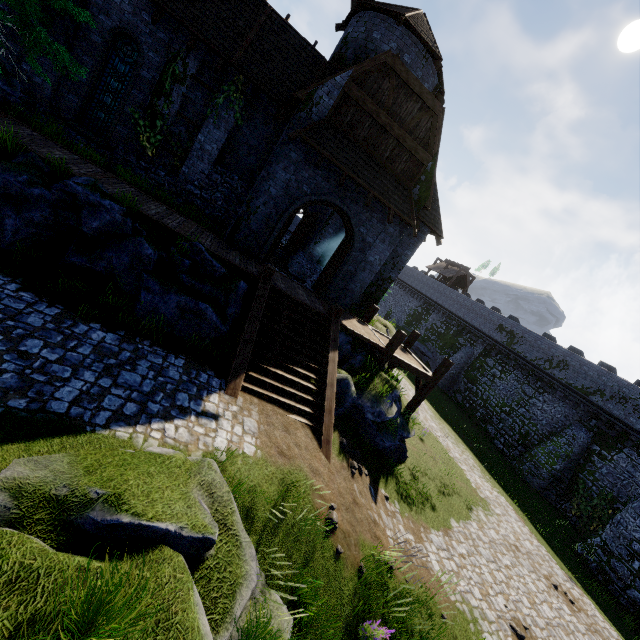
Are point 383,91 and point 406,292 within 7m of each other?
no

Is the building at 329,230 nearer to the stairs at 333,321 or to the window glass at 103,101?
the window glass at 103,101

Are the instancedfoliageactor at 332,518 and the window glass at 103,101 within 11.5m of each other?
no

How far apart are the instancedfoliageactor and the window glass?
15.9 meters

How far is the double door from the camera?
12.55m

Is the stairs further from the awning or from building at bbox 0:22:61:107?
the awning

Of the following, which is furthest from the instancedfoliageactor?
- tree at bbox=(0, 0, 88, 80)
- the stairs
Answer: tree at bbox=(0, 0, 88, 80)

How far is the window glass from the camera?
12.41m
